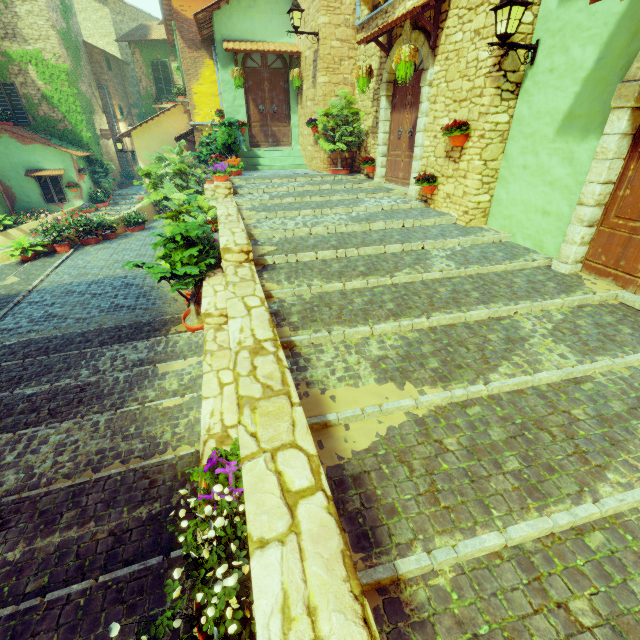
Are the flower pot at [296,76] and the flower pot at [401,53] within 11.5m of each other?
yes

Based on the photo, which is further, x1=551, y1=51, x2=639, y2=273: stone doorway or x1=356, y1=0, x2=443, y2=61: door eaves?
x1=356, y1=0, x2=443, y2=61: door eaves

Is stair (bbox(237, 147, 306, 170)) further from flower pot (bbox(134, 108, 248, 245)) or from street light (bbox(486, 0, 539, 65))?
street light (bbox(486, 0, 539, 65))

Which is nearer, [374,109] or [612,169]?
[612,169]

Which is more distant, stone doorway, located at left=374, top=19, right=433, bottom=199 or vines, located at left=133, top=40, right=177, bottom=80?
vines, located at left=133, top=40, right=177, bottom=80

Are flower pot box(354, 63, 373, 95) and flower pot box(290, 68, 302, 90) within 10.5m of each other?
yes

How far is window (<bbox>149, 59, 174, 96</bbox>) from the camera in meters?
17.7

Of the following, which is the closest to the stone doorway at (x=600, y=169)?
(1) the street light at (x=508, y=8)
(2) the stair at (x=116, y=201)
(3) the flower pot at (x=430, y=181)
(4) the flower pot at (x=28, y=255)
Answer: (1) the street light at (x=508, y=8)
